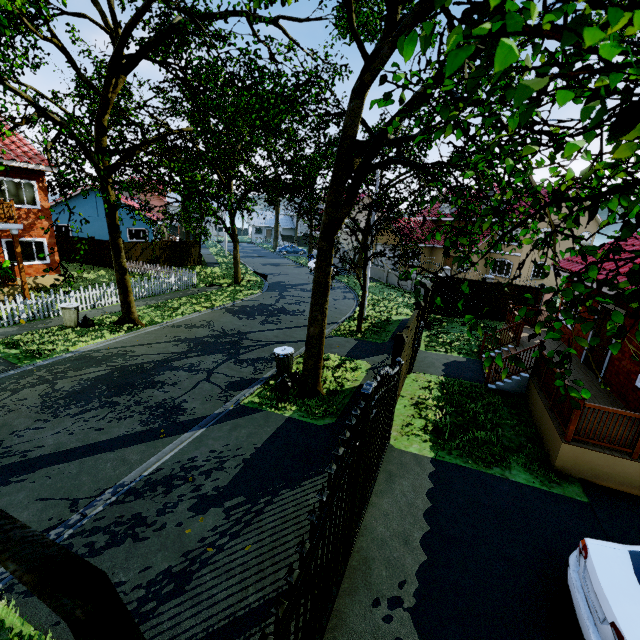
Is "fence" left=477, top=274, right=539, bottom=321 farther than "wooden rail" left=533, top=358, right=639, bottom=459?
Yes

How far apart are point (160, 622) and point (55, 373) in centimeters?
885cm

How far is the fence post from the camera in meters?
7.0

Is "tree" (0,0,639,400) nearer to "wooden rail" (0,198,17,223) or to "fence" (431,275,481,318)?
"fence" (431,275,481,318)

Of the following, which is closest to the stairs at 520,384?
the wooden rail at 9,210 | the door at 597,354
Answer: the door at 597,354

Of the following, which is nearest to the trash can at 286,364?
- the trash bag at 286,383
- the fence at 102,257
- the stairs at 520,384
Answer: the trash bag at 286,383

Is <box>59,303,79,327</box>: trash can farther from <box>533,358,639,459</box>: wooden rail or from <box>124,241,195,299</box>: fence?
<box>533,358,639,459</box>: wooden rail

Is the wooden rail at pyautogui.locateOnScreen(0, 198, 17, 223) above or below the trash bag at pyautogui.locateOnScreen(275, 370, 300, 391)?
above
